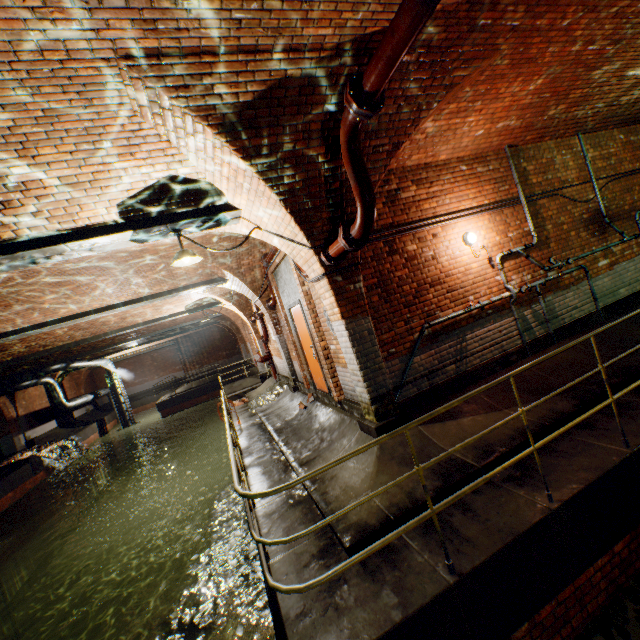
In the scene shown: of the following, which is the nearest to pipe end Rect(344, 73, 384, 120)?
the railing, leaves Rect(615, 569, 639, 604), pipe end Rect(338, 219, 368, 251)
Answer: pipe end Rect(338, 219, 368, 251)

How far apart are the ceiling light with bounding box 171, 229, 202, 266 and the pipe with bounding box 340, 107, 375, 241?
2.3 meters

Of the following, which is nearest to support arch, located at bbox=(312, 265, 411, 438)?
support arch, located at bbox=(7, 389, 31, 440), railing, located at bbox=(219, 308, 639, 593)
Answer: railing, located at bbox=(219, 308, 639, 593)

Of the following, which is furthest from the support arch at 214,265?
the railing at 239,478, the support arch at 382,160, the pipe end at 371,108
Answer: the pipe end at 371,108

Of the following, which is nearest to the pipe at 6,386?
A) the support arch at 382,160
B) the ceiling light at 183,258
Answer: the support arch at 382,160

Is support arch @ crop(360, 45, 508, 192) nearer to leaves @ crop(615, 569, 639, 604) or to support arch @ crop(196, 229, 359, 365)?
support arch @ crop(196, 229, 359, 365)

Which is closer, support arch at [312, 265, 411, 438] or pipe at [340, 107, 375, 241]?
pipe at [340, 107, 375, 241]

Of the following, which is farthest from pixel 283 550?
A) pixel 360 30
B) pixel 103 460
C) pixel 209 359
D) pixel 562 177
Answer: Result: pixel 103 460
